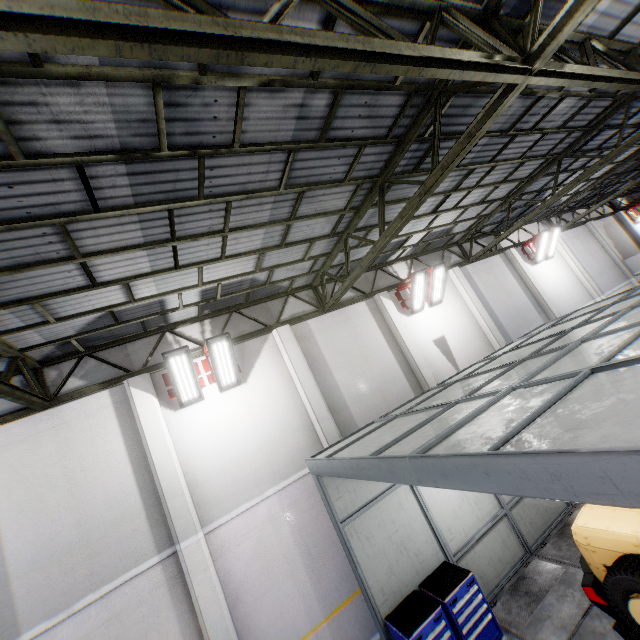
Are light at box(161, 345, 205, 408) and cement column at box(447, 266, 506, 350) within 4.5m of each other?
no

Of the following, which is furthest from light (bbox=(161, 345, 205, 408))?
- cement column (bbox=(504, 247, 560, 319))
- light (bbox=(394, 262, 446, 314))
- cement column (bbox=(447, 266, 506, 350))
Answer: cement column (bbox=(504, 247, 560, 319))

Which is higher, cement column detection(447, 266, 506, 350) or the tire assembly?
cement column detection(447, 266, 506, 350)

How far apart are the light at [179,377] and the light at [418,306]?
7.23m

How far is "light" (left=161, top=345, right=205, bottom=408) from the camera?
7.5m

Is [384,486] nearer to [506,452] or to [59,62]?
[506,452]

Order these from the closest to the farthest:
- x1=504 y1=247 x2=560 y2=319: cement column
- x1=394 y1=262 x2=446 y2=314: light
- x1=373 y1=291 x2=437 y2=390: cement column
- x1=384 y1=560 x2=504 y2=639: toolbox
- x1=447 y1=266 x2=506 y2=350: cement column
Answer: x1=384 y1=560 x2=504 y2=639: toolbox → x1=373 y1=291 x2=437 y2=390: cement column → x1=394 y1=262 x2=446 y2=314: light → x1=447 y1=266 x2=506 y2=350: cement column → x1=504 y1=247 x2=560 y2=319: cement column

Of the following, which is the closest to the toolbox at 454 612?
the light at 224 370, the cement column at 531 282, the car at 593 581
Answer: the car at 593 581
